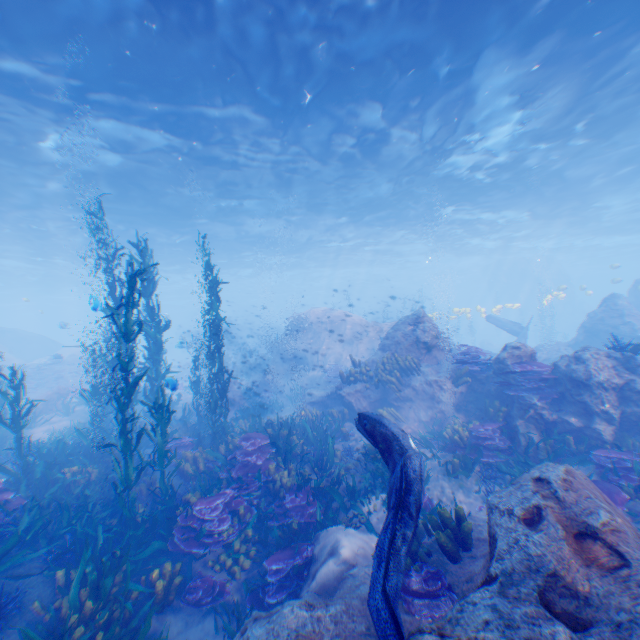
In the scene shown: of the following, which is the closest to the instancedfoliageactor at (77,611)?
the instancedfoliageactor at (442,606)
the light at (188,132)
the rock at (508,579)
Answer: the rock at (508,579)

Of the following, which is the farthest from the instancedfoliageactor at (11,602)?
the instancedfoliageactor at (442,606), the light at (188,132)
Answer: the light at (188,132)

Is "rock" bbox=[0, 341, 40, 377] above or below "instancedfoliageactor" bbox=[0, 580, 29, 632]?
above

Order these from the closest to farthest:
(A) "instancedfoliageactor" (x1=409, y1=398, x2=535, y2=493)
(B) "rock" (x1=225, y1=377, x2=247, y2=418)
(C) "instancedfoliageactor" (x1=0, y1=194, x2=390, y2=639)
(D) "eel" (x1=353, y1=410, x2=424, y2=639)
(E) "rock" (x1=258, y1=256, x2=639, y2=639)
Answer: (E) "rock" (x1=258, y1=256, x2=639, y2=639) < (D) "eel" (x1=353, y1=410, x2=424, y2=639) < (C) "instancedfoliageactor" (x1=0, y1=194, x2=390, y2=639) < (A) "instancedfoliageactor" (x1=409, y1=398, x2=535, y2=493) < (B) "rock" (x1=225, y1=377, x2=247, y2=418)

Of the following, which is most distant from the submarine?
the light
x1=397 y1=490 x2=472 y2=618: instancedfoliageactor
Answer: x1=397 y1=490 x2=472 y2=618: instancedfoliageactor

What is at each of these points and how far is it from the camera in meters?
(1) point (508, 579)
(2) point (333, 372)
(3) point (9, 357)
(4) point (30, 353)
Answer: (1) rock, 3.2 m
(2) instancedfoliageactor, 17.5 m
(3) rock, 25.1 m
(4) submarine, 32.4 m

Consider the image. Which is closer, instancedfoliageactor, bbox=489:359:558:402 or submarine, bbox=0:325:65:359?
instancedfoliageactor, bbox=489:359:558:402

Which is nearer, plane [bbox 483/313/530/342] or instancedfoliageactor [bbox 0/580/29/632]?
instancedfoliageactor [bbox 0/580/29/632]
